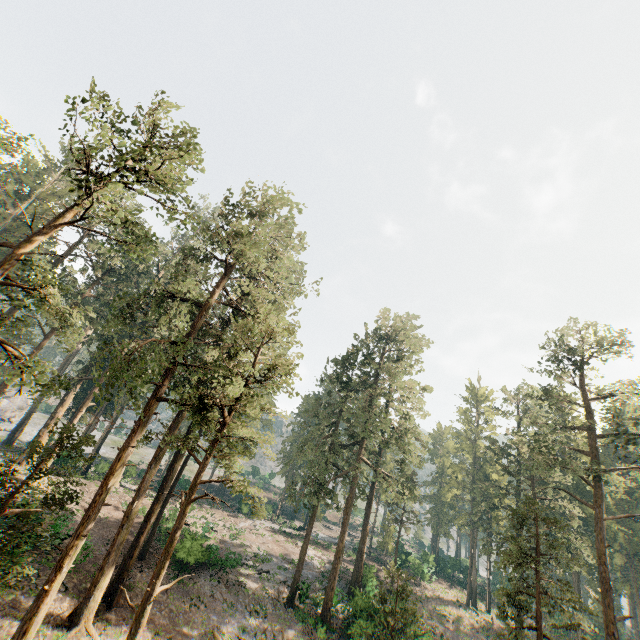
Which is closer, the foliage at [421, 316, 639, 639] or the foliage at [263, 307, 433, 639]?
the foliage at [421, 316, 639, 639]

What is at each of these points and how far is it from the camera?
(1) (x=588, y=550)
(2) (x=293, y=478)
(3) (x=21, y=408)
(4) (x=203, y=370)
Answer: (1) foliage, 28.64m
(2) foliage, 54.09m
(3) rock, 58.03m
(4) foliage, 16.56m

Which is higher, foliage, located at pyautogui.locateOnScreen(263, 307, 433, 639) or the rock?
foliage, located at pyautogui.locateOnScreen(263, 307, 433, 639)

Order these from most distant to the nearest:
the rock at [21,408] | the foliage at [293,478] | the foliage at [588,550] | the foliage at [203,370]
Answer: the rock at [21,408], the foliage at [293,478], the foliage at [588,550], the foliage at [203,370]

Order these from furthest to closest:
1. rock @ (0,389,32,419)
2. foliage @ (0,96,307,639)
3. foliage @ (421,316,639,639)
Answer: rock @ (0,389,32,419), foliage @ (421,316,639,639), foliage @ (0,96,307,639)

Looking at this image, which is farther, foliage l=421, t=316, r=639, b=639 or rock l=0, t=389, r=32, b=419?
rock l=0, t=389, r=32, b=419

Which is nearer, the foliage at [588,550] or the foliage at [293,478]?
the foliage at [588,550]
